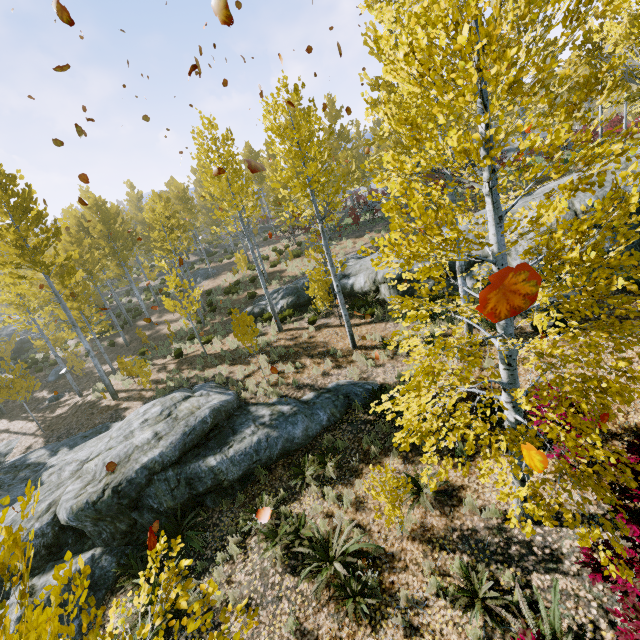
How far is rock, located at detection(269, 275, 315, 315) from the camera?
16.27m

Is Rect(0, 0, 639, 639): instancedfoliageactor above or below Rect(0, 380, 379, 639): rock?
above

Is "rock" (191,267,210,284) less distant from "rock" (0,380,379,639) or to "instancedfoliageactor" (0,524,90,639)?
"instancedfoliageactor" (0,524,90,639)

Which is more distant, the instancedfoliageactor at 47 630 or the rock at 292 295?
the rock at 292 295

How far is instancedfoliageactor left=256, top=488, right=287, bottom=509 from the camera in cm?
745

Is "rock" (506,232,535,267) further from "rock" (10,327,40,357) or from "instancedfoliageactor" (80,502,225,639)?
"rock" (10,327,40,357)

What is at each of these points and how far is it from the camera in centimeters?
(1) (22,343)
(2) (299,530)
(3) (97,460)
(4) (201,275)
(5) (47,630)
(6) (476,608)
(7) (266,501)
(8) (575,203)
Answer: (1) rock, 2998cm
(2) instancedfoliageactor, 676cm
(3) rock, 898cm
(4) rock, 3105cm
(5) instancedfoliageactor, 119cm
(6) instancedfoliageactor, 477cm
(7) instancedfoliageactor, 755cm
(8) rock, 972cm
